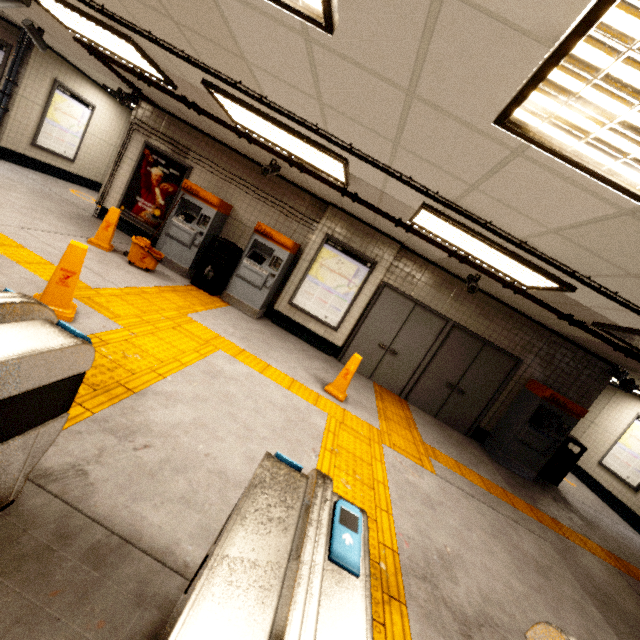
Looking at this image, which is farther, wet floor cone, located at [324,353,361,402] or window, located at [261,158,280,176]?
window, located at [261,158,280,176]

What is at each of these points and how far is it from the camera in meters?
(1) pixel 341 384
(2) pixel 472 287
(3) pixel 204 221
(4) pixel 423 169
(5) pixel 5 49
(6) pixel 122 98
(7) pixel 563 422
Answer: (1) wet floor cone, 5.3 m
(2) window, 5.7 m
(3) ticket machine, 6.9 m
(4) storm drain, 2.9 m
(5) sign, 7.5 m
(6) loudspeaker, 7.1 m
(7) ticket machine, 6.5 m

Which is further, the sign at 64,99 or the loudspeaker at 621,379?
the sign at 64,99

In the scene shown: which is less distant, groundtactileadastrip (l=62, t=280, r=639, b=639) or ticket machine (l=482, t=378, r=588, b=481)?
groundtactileadastrip (l=62, t=280, r=639, b=639)

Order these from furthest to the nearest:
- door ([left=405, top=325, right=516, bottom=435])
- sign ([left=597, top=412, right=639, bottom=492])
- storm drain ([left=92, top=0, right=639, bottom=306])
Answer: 1. sign ([left=597, top=412, right=639, bottom=492])
2. door ([left=405, top=325, right=516, bottom=435])
3. storm drain ([left=92, top=0, right=639, bottom=306])

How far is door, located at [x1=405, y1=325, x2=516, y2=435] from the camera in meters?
7.1

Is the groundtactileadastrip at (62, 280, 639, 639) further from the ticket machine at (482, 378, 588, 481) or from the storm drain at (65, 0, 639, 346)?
the storm drain at (65, 0, 639, 346)

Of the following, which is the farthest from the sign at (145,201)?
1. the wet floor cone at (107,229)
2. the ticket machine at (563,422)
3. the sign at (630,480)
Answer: the sign at (630,480)
